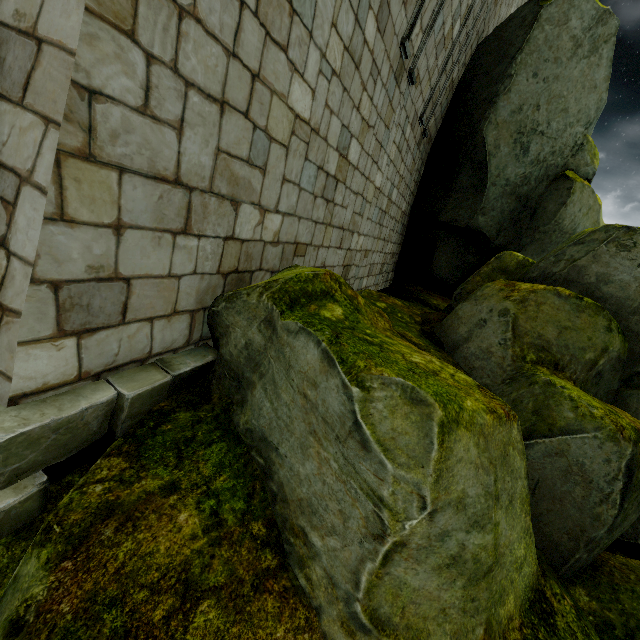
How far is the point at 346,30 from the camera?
3.9m
